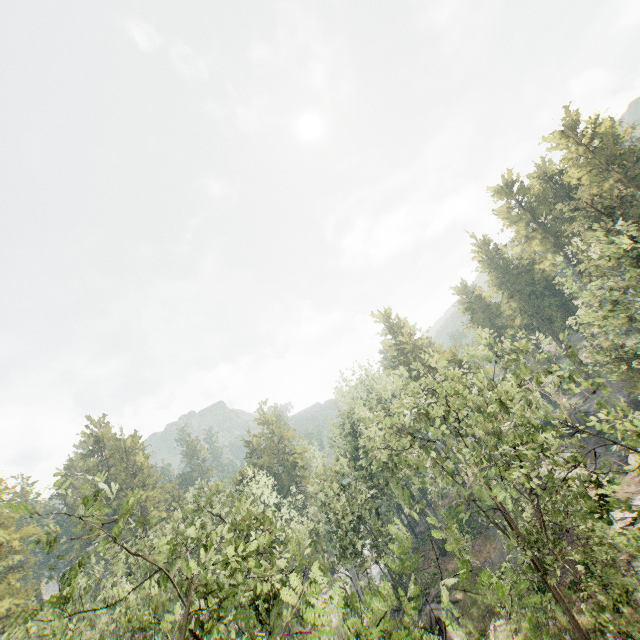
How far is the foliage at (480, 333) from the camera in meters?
21.7 m

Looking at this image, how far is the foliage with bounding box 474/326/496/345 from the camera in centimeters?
2171cm

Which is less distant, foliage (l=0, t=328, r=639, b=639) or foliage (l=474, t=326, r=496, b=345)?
foliage (l=0, t=328, r=639, b=639)

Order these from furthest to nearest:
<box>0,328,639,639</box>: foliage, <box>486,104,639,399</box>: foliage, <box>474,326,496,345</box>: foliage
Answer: <box>486,104,639,399</box>: foliage < <box>474,326,496,345</box>: foliage < <box>0,328,639,639</box>: foliage

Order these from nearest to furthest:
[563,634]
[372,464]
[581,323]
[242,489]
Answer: [563,634] → [372,464] → [242,489] → [581,323]

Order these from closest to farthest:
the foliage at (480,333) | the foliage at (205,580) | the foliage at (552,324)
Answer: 1. the foliage at (205,580)
2. the foliage at (480,333)
3. the foliage at (552,324)
